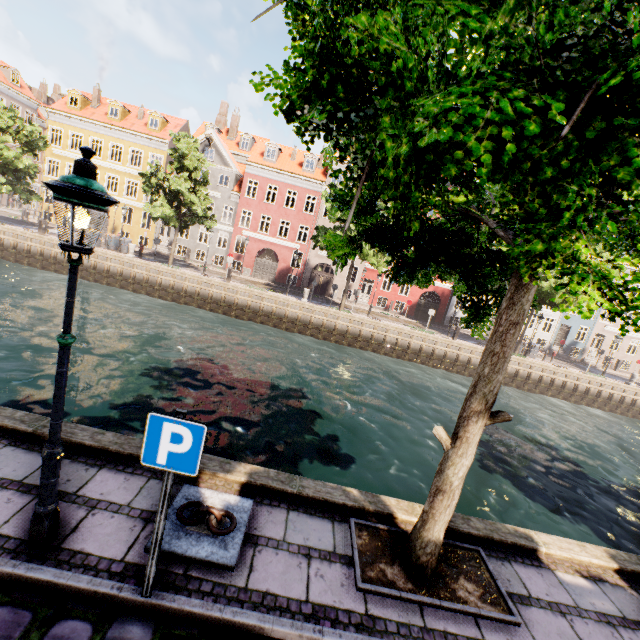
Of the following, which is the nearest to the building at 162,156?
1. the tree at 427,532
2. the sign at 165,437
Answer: the tree at 427,532

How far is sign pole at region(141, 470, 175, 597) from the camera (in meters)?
2.84

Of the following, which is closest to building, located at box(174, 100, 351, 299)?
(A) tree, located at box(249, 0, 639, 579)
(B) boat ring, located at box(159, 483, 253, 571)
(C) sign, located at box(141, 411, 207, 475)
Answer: (A) tree, located at box(249, 0, 639, 579)

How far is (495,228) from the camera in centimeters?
306cm

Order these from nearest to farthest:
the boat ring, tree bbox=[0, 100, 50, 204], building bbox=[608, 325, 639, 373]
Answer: the boat ring, tree bbox=[0, 100, 50, 204], building bbox=[608, 325, 639, 373]

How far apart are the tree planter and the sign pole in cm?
226

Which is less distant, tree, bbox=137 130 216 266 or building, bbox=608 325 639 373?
tree, bbox=137 130 216 266

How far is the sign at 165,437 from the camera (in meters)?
2.70
